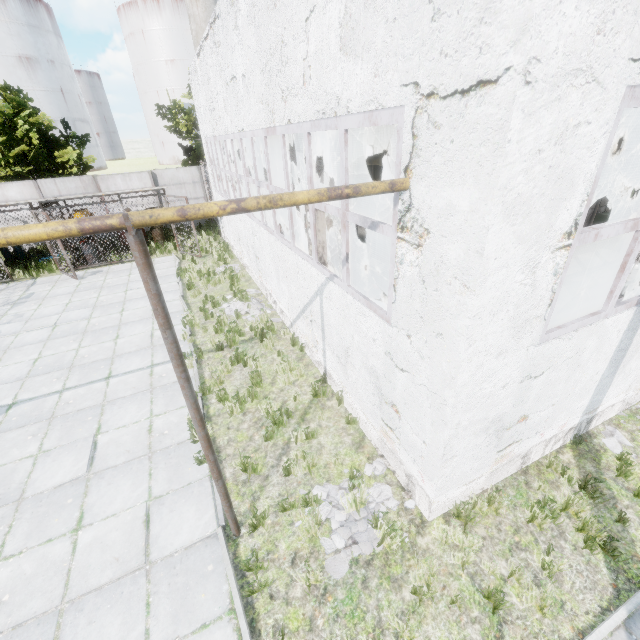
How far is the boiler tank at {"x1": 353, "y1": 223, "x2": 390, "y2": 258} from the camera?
13.21m

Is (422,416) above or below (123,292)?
above

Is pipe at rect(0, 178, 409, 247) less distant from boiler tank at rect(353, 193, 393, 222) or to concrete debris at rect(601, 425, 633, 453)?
boiler tank at rect(353, 193, 393, 222)

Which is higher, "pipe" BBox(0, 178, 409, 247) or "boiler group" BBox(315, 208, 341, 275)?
"pipe" BBox(0, 178, 409, 247)

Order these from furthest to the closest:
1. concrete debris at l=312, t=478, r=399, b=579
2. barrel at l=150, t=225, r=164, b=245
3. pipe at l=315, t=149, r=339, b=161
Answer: barrel at l=150, t=225, r=164, b=245 → pipe at l=315, t=149, r=339, b=161 → concrete debris at l=312, t=478, r=399, b=579

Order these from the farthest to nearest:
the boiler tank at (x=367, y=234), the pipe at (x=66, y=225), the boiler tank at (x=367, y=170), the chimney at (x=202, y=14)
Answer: the chimney at (x=202, y=14)
the boiler tank at (x=367, y=234)
the boiler tank at (x=367, y=170)
the pipe at (x=66, y=225)

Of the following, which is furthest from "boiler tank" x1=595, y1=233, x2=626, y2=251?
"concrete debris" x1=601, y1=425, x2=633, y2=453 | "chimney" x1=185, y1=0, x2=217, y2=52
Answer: "chimney" x1=185, y1=0, x2=217, y2=52

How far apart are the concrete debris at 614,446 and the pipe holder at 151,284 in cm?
629
